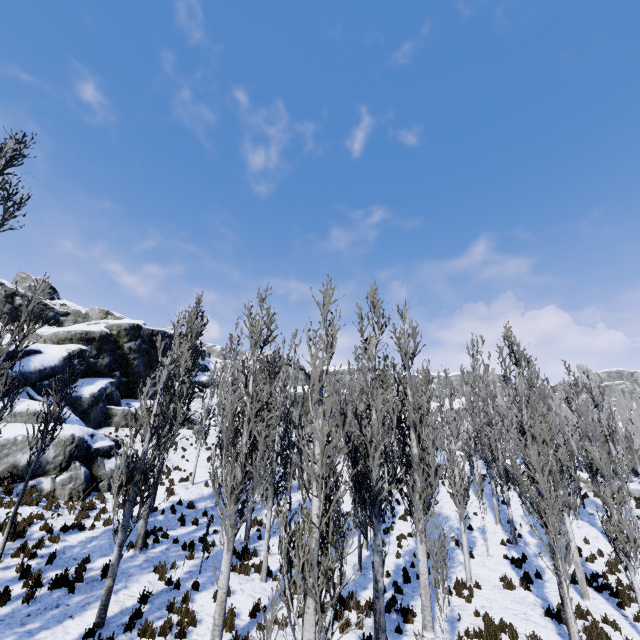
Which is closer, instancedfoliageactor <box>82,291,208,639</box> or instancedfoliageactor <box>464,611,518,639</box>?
instancedfoliageactor <box>82,291,208,639</box>

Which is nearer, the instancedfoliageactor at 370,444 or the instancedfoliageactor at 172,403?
the instancedfoliageactor at 370,444

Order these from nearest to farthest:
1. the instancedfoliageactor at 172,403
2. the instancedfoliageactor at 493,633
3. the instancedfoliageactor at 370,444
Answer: the instancedfoliageactor at 370,444
the instancedfoliageactor at 172,403
the instancedfoliageactor at 493,633

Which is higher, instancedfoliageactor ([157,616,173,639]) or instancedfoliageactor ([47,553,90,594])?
instancedfoliageactor ([47,553,90,594])

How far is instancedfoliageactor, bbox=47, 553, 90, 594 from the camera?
9.4m

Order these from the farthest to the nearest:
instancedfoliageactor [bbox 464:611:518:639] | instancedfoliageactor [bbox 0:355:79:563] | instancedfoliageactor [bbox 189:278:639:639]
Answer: instancedfoliageactor [bbox 0:355:79:563]
instancedfoliageactor [bbox 464:611:518:639]
instancedfoliageactor [bbox 189:278:639:639]

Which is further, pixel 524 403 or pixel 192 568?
pixel 524 403
